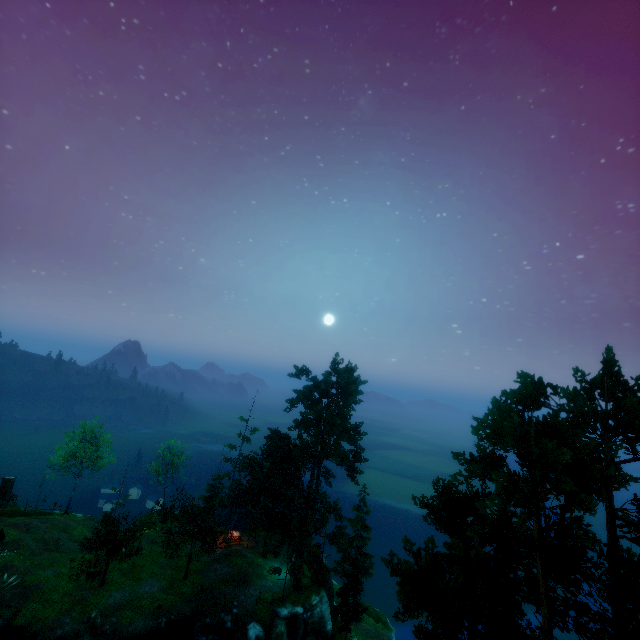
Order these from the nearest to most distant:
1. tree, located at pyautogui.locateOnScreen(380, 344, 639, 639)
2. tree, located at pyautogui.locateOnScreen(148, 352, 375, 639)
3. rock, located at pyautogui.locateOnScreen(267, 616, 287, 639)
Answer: tree, located at pyautogui.locateOnScreen(380, 344, 639, 639) < rock, located at pyautogui.locateOnScreen(267, 616, 287, 639) < tree, located at pyautogui.locateOnScreen(148, 352, 375, 639)

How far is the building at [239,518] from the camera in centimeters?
4019cm

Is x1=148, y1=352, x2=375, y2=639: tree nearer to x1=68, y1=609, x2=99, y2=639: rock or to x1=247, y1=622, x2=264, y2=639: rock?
x1=247, y1=622, x2=264, y2=639: rock

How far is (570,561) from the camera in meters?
14.9

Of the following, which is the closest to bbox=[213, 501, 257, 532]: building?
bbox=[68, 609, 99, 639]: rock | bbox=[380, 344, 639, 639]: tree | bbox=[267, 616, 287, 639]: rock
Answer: bbox=[380, 344, 639, 639]: tree

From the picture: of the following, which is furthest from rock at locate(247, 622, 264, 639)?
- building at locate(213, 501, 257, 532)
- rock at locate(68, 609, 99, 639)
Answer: rock at locate(68, 609, 99, 639)

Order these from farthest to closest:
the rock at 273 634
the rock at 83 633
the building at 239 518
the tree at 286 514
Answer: the building at 239 518 < the tree at 286 514 < the rock at 273 634 < the rock at 83 633
